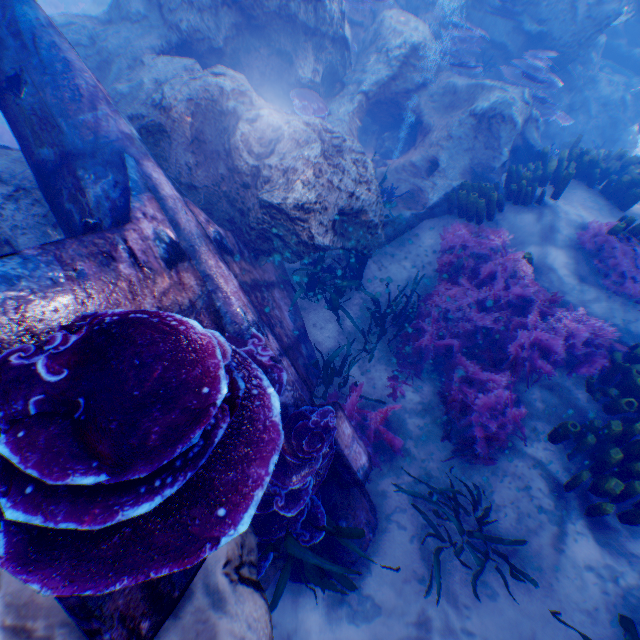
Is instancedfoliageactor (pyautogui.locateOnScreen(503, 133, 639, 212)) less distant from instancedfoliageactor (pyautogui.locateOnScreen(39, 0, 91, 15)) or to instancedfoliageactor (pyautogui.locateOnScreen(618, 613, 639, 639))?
instancedfoliageactor (pyautogui.locateOnScreen(618, 613, 639, 639))

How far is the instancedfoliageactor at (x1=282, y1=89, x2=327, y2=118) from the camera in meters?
6.0 m

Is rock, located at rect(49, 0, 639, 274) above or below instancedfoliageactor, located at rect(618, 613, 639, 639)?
above

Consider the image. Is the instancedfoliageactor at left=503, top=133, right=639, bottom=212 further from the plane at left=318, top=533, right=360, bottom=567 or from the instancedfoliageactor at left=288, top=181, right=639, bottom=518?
the plane at left=318, top=533, right=360, bottom=567

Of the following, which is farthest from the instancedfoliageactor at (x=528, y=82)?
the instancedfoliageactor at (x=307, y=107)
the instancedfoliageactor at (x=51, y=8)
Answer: the instancedfoliageactor at (x=51, y=8)

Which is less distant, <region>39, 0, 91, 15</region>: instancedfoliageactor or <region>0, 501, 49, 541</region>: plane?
<region>0, 501, 49, 541</region>: plane

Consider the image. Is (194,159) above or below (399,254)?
above

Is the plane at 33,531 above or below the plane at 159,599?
above
